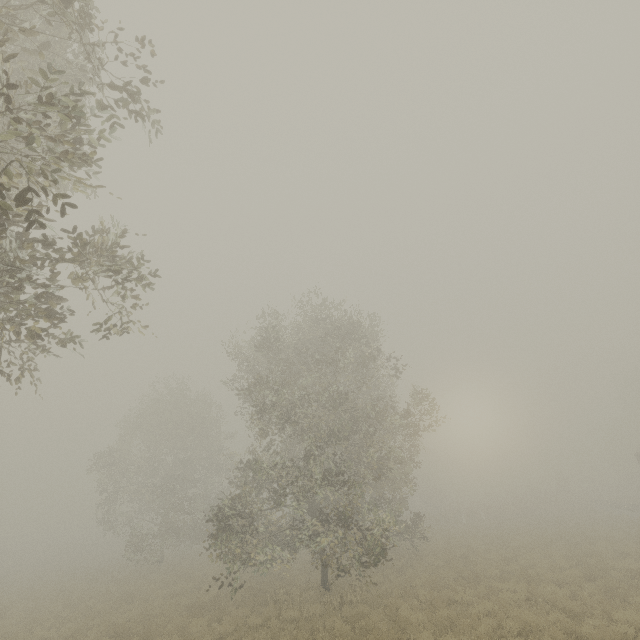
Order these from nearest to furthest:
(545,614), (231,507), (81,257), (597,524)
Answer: (81,257) < (545,614) < (231,507) < (597,524)
